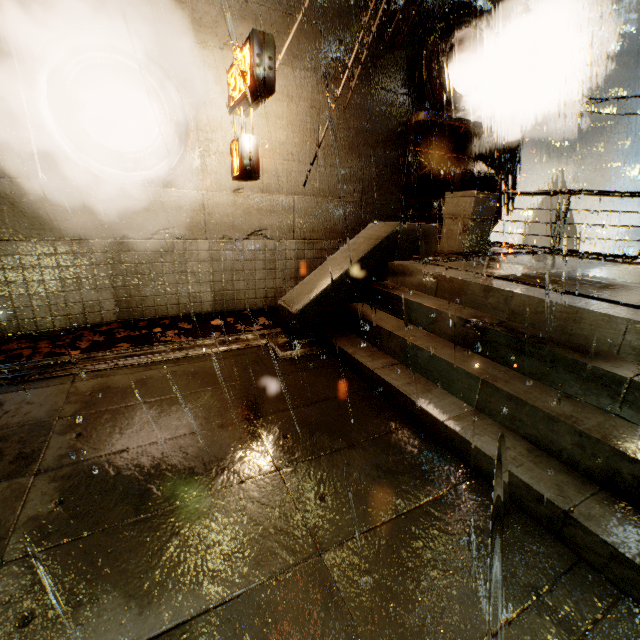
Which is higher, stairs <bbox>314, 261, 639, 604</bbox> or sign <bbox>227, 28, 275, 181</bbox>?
sign <bbox>227, 28, 275, 181</bbox>

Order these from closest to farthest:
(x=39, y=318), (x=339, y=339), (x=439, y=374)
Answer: (x=439, y=374) → (x=339, y=339) → (x=39, y=318)

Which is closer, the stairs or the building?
the stairs

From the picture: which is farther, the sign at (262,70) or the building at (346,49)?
the building at (346,49)

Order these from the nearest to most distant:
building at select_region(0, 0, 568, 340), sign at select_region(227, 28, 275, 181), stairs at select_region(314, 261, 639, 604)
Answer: stairs at select_region(314, 261, 639, 604), sign at select_region(227, 28, 275, 181), building at select_region(0, 0, 568, 340)

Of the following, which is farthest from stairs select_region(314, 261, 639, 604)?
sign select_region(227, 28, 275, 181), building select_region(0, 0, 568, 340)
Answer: sign select_region(227, 28, 275, 181)

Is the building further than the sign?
Yes

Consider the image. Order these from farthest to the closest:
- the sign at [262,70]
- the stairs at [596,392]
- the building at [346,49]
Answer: the building at [346,49]
the sign at [262,70]
the stairs at [596,392]
